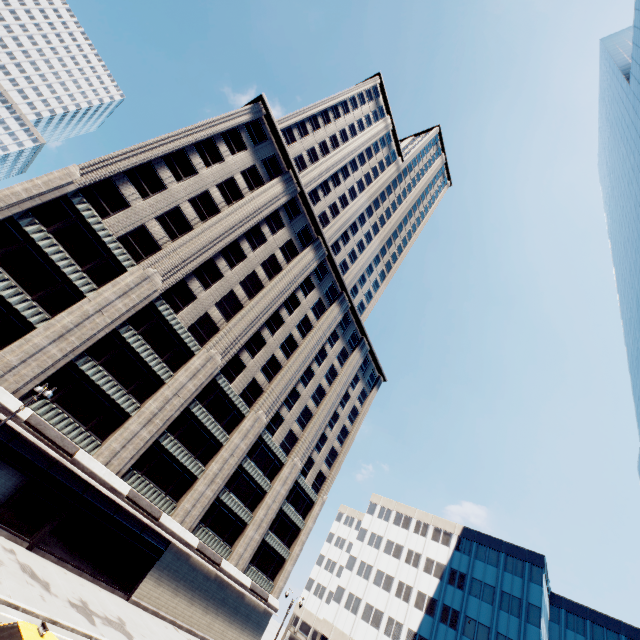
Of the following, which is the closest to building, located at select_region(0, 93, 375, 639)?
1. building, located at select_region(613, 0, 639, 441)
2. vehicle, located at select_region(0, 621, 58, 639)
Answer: vehicle, located at select_region(0, 621, 58, 639)

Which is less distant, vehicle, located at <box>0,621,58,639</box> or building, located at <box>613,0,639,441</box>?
vehicle, located at <box>0,621,58,639</box>

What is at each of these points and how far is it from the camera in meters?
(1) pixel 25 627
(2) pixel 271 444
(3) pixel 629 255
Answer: (1) vehicle, 11.2 m
(2) building, 40.6 m
(3) building, 45.7 m

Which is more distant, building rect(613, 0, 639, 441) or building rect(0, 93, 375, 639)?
building rect(613, 0, 639, 441)

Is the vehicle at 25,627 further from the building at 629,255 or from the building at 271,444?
the building at 629,255

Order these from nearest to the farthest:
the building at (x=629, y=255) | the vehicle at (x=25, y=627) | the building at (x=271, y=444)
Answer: the vehicle at (x=25, y=627)
the building at (x=271, y=444)
the building at (x=629, y=255)

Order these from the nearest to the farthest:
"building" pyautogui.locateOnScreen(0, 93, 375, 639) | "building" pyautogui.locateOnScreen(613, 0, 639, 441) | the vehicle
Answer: the vehicle
"building" pyautogui.locateOnScreen(0, 93, 375, 639)
"building" pyautogui.locateOnScreen(613, 0, 639, 441)

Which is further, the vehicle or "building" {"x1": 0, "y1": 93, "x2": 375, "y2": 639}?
"building" {"x1": 0, "y1": 93, "x2": 375, "y2": 639}
